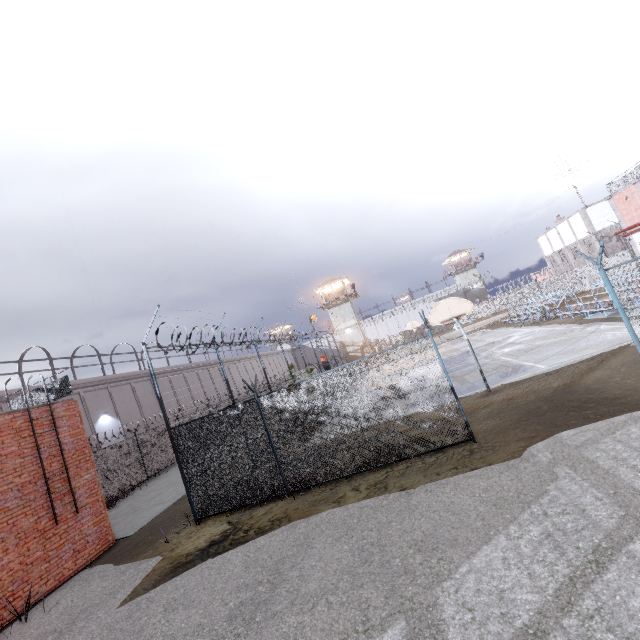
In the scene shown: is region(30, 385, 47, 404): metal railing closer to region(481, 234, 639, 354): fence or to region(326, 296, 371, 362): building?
region(481, 234, 639, 354): fence

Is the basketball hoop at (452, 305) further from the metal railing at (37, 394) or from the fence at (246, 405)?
the metal railing at (37, 394)

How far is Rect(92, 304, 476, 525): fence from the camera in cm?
835

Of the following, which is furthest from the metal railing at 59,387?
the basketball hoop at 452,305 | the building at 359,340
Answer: the building at 359,340

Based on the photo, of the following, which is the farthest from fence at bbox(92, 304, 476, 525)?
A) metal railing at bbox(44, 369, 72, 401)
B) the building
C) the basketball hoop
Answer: the building

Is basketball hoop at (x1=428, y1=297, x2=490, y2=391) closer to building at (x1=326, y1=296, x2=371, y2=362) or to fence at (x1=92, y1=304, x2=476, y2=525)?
fence at (x1=92, y1=304, x2=476, y2=525)

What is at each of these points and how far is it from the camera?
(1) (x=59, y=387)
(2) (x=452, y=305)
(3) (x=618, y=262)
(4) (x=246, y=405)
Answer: (1) metal railing, 11.4m
(2) basketball hoop, 13.0m
(3) fence, 29.0m
(4) fence, 34.0m

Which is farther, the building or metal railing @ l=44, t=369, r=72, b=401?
the building
